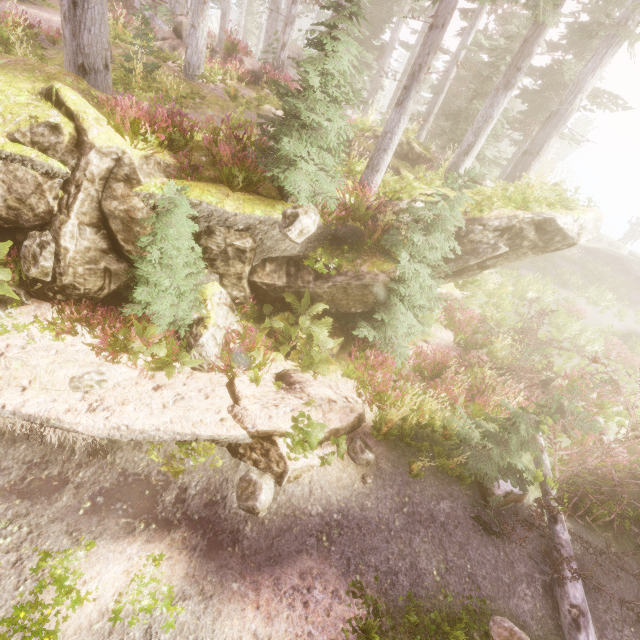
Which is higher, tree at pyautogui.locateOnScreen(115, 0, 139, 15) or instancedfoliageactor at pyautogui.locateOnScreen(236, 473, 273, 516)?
tree at pyautogui.locateOnScreen(115, 0, 139, 15)

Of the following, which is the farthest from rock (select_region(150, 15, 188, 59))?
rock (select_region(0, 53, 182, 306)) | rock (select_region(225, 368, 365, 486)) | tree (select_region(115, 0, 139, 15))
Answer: rock (select_region(225, 368, 365, 486))

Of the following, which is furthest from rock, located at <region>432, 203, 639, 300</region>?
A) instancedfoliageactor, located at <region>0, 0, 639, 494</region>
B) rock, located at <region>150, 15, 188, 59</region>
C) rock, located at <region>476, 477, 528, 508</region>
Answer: rock, located at <region>150, 15, 188, 59</region>

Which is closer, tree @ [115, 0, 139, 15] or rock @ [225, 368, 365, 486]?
rock @ [225, 368, 365, 486]

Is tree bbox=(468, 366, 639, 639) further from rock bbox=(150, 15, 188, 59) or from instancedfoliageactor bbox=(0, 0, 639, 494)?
rock bbox=(150, 15, 188, 59)

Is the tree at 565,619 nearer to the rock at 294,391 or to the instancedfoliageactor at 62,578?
the instancedfoliageactor at 62,578

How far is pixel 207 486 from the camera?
5.8m

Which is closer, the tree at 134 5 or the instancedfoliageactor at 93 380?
the instancedfoliageactor at 93 380
